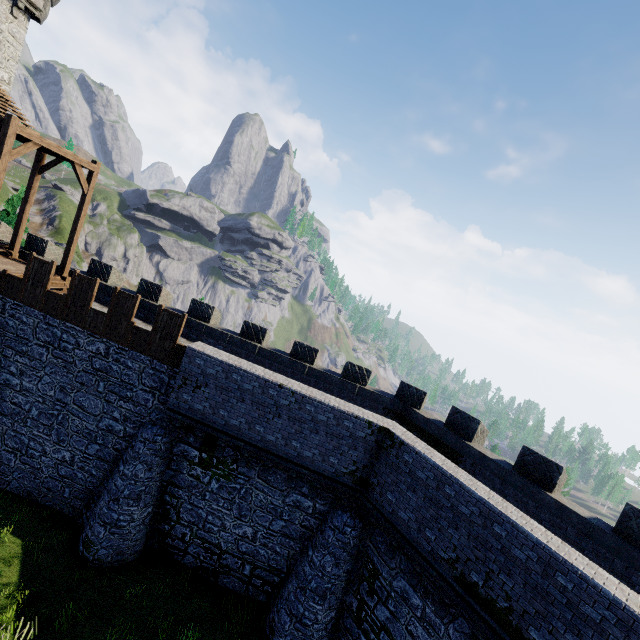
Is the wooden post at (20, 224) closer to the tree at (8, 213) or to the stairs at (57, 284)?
the stairs at (57, 284)

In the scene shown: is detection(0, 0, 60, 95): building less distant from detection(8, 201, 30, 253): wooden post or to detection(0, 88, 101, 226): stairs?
detection(0, 88, 101, 226): stairs

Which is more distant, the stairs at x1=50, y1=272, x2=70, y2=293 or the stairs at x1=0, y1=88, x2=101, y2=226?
the stairs at x1=50, y1=272, x2=70, y2=293

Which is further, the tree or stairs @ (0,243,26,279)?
the tree

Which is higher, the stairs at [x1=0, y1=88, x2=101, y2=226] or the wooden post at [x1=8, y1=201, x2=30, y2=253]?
the stairs at [x1=0, y1=88, x2=101, y2=226]

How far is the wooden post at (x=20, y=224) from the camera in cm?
1614

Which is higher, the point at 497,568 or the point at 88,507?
the point at 497,568

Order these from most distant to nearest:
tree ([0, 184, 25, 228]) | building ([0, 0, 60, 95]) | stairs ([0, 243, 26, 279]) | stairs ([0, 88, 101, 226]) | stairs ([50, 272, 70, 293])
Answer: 1. tree ([0, 184, 25, 228])
2. building ([0, 0, 60, 95])
3. stairs ([50, 272, 70, 293])
4. stairs ([0, 243, 26, 279])
5. stairs ([0, 88, 101, 226])
